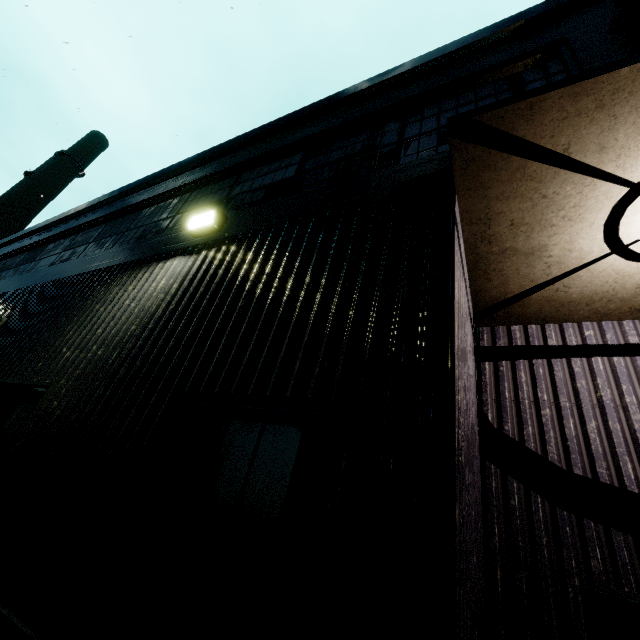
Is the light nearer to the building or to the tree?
the building

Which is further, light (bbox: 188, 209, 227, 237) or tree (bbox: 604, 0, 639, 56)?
light (bbox: 188, 209, 227, 237)

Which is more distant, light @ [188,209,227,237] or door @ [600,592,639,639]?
light @ [188,209,227,237]

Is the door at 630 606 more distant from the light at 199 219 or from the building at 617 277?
the light at 199 219

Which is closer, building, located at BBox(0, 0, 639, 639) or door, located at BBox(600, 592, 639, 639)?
building, located at BBox(0, 0, 639, 639)

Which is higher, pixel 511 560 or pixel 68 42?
pixel 68 42

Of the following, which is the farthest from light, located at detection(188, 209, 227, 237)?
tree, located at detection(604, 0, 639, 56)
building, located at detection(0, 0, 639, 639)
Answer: tree, located at detection(604, 0, 639, 56)

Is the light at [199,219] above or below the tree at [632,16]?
below
